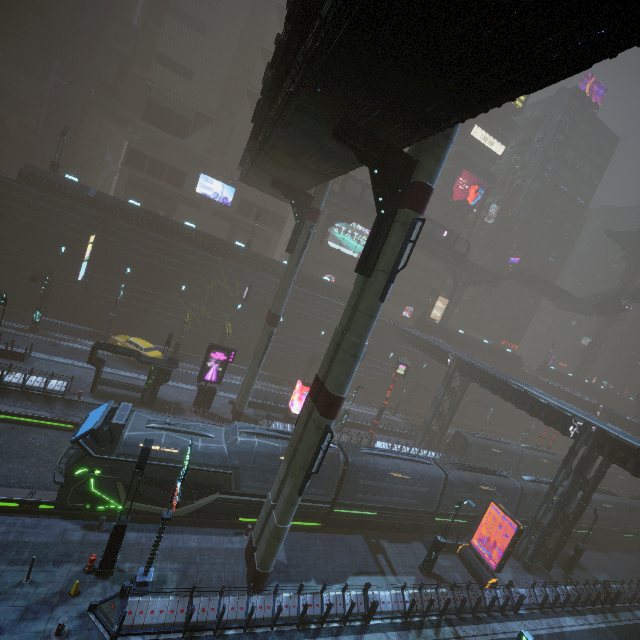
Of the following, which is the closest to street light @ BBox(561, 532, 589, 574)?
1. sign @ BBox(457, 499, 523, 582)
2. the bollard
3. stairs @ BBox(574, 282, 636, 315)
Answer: sign @ BBox(457, 499, 523, 582)

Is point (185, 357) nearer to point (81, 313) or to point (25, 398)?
point (81, 313)

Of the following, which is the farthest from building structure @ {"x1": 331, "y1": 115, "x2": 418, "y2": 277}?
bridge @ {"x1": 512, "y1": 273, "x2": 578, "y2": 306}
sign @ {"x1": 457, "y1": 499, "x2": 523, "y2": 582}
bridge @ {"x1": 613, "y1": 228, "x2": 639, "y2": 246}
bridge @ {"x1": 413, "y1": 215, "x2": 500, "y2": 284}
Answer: bridge @ {"x1": 613, "y1": 228, "x2": 639, "y2": 246}

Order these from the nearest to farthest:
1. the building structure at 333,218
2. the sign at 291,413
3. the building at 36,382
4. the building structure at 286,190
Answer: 1. the building at 36,382
2. the building structure at 286,190
3. the sign at 291,413
4. the building structure at 333,218

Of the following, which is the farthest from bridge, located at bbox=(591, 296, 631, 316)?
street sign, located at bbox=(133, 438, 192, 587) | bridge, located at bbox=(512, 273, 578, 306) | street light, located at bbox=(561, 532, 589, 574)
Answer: street sign, located at bbox=(133, 438, 192, 587)

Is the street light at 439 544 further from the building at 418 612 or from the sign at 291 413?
the sign at 291 413

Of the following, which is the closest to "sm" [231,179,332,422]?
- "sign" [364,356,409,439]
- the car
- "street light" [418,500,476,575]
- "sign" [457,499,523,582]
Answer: the car

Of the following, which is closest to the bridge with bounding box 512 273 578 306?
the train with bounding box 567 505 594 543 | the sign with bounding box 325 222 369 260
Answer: the sign with bounding box 325 222 369 260
